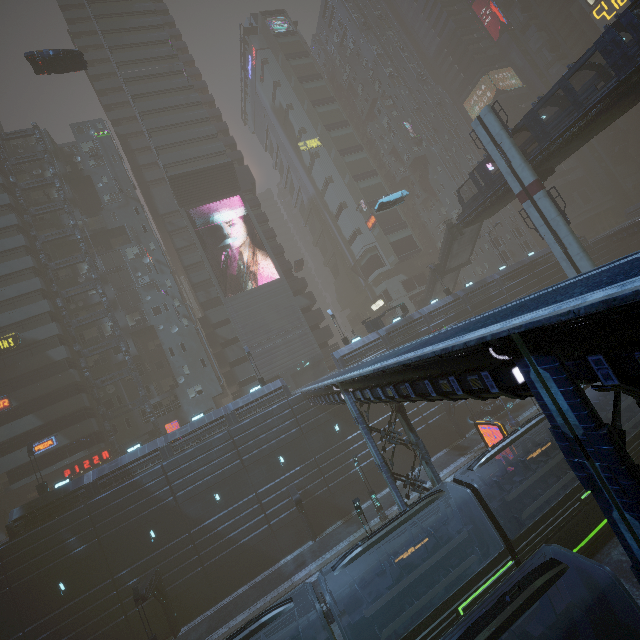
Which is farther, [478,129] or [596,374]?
[478,129]

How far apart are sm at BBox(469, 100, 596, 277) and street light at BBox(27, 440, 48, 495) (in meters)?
48.43

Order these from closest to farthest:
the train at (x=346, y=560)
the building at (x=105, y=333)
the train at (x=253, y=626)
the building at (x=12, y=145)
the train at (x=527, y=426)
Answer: the train at (x=253, y=626)
the train at (x=346, y=560)
the train at (x=527, y=426)
the building at (x=105, y=333)
the building at (x=12, y=145)

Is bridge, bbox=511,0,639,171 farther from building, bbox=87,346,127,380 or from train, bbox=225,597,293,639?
train, bbox=225,597,293,639

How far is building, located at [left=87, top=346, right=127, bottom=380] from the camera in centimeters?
3935cm

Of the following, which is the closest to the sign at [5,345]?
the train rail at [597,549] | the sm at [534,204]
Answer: the train rail at [597,549]
